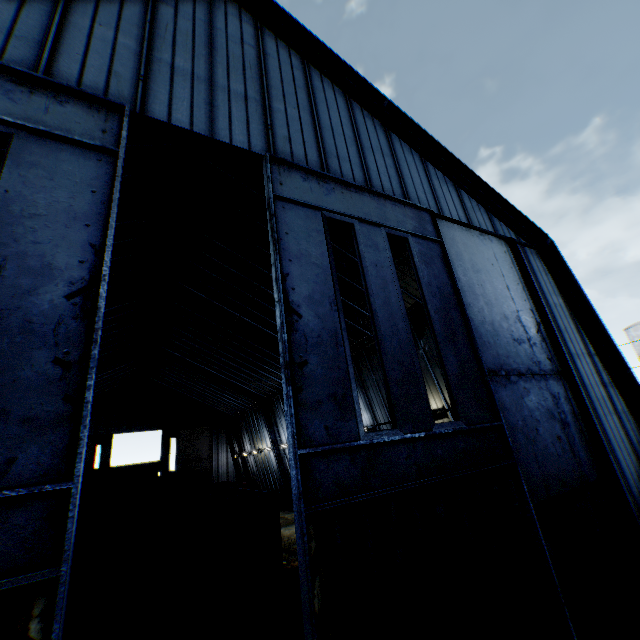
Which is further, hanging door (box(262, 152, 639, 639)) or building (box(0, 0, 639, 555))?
building (box(0, 0, 639, 555))

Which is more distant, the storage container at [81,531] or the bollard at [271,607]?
the storage container at [81,531]

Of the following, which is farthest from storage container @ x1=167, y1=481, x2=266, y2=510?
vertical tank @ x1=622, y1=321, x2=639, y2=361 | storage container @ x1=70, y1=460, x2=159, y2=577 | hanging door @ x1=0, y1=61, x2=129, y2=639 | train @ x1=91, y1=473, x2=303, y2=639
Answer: vertical tank @ x1=622, y1=321, x2=639, y2=361

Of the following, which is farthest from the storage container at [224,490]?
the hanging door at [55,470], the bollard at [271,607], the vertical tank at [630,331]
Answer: the vertical tank at [630,331]

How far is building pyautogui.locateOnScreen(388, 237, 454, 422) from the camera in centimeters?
1405cm

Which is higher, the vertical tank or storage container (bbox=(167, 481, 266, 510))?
the vertical tank

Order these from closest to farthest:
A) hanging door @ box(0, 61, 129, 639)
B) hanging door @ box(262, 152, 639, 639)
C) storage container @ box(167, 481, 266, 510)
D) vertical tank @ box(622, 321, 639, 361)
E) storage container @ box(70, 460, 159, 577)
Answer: hanging door @ box(0, 61, 129, 639) → hanging door @ box(262, 152, 639, 639) → storage container @ box(70, 460, 159, 577) → storage container @ box(167, 481, 266, 510) → vertical tank @ box(622, 321, 639, 361)

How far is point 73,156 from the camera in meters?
4.4 m
